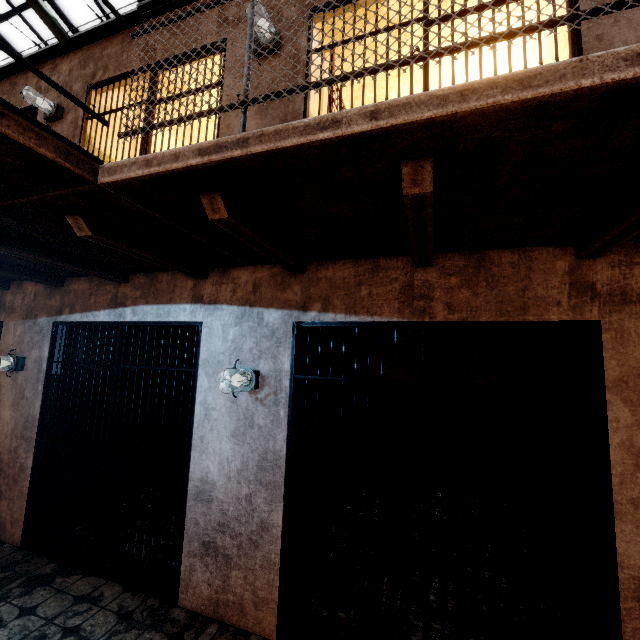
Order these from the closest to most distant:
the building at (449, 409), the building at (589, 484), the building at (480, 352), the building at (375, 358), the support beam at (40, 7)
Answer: the building at (589, 484) < the building at (449, 409) < the building at (480, 352) < the building at (375, 358) < the support beam at (40, 7)

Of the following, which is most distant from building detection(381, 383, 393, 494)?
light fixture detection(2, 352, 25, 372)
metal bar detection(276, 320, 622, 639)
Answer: light fixture detection(2, 352, 25, 372)

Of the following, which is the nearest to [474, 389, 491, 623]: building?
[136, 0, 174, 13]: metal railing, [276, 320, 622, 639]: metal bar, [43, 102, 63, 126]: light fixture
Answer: [276, 320, 622, 639]: metal bar

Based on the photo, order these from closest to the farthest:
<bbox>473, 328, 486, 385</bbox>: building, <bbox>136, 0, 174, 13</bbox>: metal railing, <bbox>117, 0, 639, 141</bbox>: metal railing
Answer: <bbox>117, 0, 639, 141</bbox>: metal railing < <bbox>136, 0, 174, 13</bbox>: metal railing < <bbox>473, 328, 486, 385</bbox>: building

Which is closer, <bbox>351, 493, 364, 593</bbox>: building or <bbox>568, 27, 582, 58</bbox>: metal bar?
<bbox>568, 27, 582, 58</bbox>: metal bar

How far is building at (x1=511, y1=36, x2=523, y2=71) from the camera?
3.8m

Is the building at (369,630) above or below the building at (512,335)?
below

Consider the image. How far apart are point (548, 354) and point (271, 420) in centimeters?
291cm
